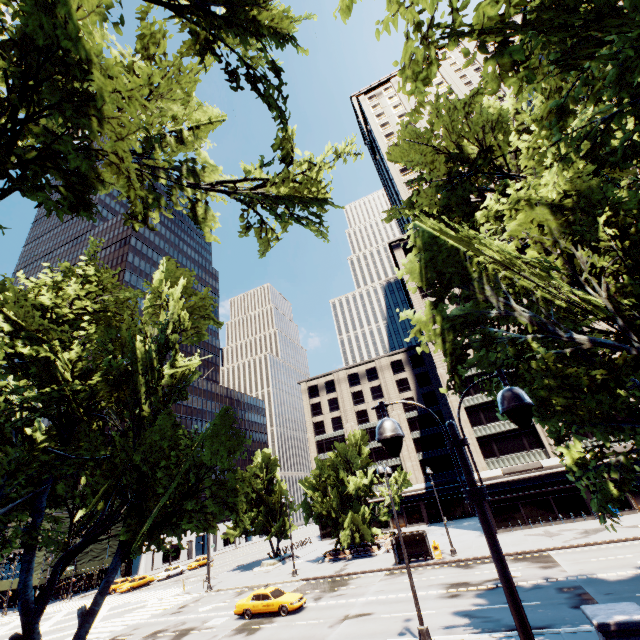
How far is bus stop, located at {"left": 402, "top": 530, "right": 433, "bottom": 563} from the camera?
29.7m

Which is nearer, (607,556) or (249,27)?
(249,27)

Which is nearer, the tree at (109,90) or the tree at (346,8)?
the tree at (109,90)

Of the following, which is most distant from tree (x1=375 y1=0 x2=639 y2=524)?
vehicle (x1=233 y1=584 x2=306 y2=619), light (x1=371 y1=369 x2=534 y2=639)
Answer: vehicle (x1=233 y1=584 x2=306 y2=619)

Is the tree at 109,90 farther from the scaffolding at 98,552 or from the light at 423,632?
the scaffolding at 98,552

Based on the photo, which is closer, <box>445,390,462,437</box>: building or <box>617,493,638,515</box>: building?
<box>617,493,638,515</box>: building

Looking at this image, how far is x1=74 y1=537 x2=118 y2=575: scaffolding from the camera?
51.5m

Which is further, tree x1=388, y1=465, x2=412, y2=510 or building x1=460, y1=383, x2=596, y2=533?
tree x1=388, y1=465, x2=412, y2=510
